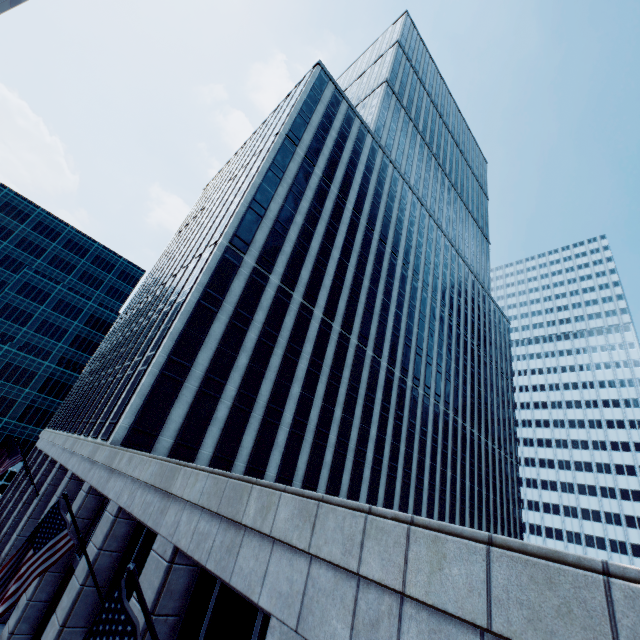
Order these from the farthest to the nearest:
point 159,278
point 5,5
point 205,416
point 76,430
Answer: point 159,278, point 5,5, point 76,430, point 205,416

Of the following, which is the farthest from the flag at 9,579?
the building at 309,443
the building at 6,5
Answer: the building at 6,5

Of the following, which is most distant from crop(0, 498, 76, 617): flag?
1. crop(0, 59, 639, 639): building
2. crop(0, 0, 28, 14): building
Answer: crop(0, 0, 28, 14): building

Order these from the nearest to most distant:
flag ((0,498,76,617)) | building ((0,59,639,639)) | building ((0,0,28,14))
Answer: building ((0,59,639,639)), flag ((0,498,76,617)), building ((0,0,28,14))

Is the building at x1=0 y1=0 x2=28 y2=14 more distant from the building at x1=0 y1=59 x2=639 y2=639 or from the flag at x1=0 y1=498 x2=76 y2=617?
the building at x1=0 y1=59 x2=639 y2=639

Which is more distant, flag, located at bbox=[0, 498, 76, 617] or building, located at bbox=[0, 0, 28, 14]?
building, located at bbox=[0, 0, 28, 14]

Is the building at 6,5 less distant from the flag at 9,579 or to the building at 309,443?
the flag at 9,579
